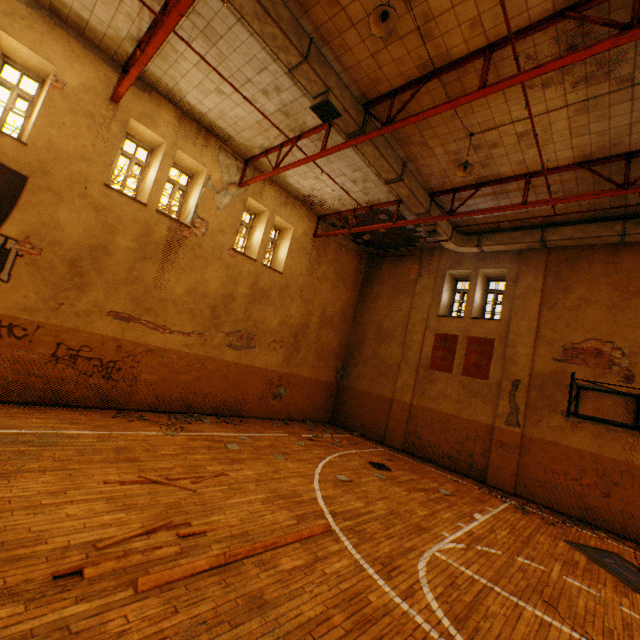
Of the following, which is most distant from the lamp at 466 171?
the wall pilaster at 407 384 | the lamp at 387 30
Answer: the wall pilaster at 407 384

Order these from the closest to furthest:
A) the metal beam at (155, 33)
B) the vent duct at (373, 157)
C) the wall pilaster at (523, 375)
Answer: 1. the metal beam at (155, 33)
2. the vent duct at (373, 157)
3. the wall pilaster at (523, 375)

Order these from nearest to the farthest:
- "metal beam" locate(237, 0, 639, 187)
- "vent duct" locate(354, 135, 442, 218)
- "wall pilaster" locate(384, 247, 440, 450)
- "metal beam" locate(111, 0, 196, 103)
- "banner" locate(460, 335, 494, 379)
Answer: "metal beam" locate(237, 0, 639, 187), "metal beam" locate(111, 0, 196, 103), "vent duct" locate(354, 135, 442, 218), "banner" locate(460, 335, 494, 379), "wall pilaster" locate(384, 247, 440, 450)

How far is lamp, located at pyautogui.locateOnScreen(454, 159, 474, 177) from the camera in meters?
7.7 m

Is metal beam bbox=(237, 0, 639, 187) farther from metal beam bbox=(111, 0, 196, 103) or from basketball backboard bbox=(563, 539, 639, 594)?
basketball backboard bbox=(563, 539, 639, 594)

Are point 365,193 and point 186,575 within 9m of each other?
no

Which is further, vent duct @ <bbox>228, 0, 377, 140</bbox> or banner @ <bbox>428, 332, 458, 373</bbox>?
banner @ <bbox>428, 332, 458, 373</bbox>

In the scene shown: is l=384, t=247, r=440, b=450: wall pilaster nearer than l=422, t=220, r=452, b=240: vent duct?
No
